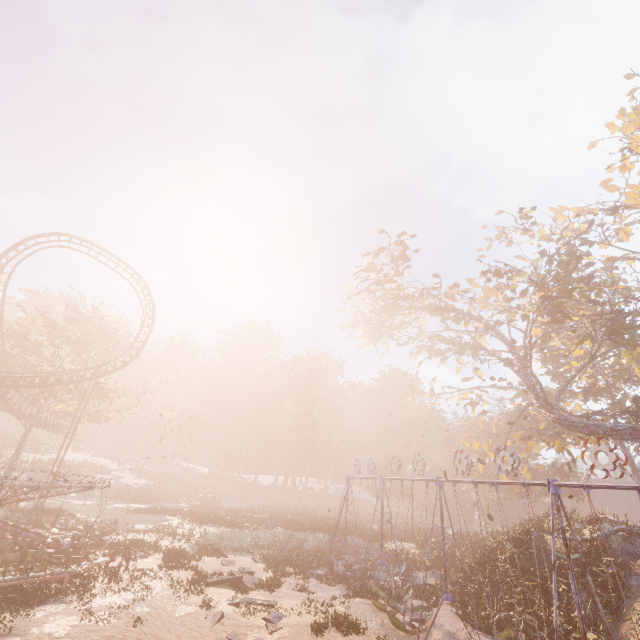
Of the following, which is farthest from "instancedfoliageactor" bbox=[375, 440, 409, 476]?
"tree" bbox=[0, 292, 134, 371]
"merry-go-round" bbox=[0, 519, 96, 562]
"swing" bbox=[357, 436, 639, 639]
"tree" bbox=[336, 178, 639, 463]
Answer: "tree" bbox=[336, 178, 639, 463]

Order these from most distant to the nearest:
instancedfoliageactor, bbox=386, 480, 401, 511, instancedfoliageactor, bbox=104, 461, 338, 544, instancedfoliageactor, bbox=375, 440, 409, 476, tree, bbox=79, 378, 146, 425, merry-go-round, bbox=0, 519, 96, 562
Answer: instancedfoliageactor, bbox=375, 440, 409, 476 → instancedfoliageactor, bbox=386, 480, 401, 511 → tree, bbox=79, 378, 146, 425 → instancedfoliageactor, bbox=104, 461, 338, 544 → merry-go-round, bbox=0, 519, 96, 562

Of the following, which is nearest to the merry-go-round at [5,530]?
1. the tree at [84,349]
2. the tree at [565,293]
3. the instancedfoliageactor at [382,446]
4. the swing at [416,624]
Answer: the swing at [416,624]

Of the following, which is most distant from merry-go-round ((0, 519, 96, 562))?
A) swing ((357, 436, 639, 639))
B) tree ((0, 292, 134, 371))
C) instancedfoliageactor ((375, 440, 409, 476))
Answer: tree ((0, 292, 134, 371))

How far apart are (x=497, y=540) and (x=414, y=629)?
8.4 meters

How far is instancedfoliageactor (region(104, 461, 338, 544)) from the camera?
29.53m

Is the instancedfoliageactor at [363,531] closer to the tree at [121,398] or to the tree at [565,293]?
the tree at [121,398]
